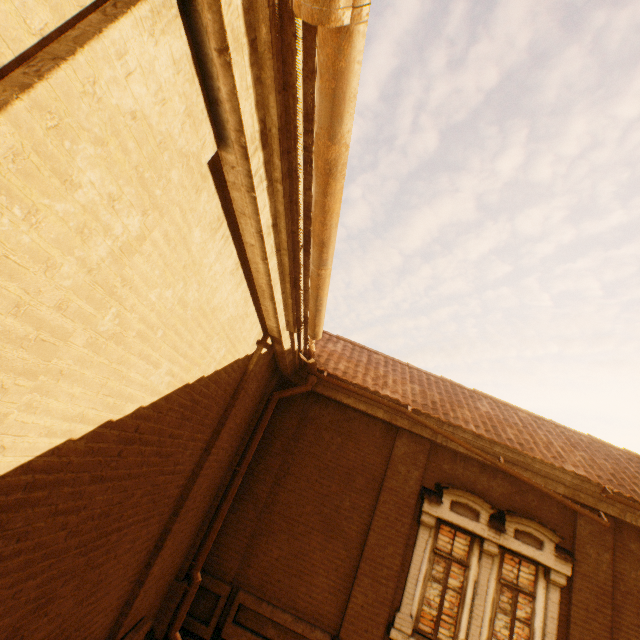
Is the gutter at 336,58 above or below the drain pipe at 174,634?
above

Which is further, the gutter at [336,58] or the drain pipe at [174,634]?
the drain pipe at [174,634]

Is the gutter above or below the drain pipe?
above

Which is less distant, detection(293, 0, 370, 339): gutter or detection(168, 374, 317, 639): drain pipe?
detection(293, 0, 370, 339): gutter

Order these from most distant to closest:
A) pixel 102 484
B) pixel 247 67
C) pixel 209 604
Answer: pixel 209 604 < pixel 102 484 < pixel 247 67
